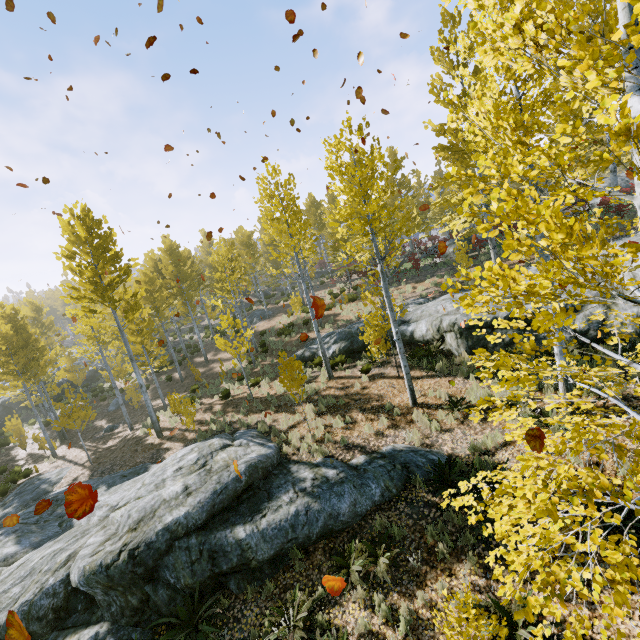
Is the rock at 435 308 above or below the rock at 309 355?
Answer: above

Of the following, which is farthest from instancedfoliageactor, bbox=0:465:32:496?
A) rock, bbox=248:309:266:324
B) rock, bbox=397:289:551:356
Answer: rock, bbox=248:309:266:324

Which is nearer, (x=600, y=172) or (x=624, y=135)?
(x=624, y=135)

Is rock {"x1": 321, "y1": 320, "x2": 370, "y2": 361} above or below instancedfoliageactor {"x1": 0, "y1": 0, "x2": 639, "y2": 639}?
below

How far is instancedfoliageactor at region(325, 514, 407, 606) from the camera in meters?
6.0

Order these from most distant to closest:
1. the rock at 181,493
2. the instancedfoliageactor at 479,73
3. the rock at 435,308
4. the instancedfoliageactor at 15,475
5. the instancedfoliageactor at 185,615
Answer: the instancedfoliageactor at 15,475 < the rock at 435,308 < the rock at 181,493 < the instancedfoliageactor at 185,615 < the instancedfoliageactor at 479,73

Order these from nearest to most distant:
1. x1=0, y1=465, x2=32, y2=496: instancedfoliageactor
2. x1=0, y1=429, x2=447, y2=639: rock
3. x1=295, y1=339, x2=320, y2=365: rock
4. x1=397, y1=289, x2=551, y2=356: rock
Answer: x1=0, y1=429, x2=447, y2=639: rock → x1=397, y1=289, x2=551, y2=356: rock → x1=0, y1=465, x2=32, y2=496: instancedfoliageactor → x1=295, y1=339, x2=320, y2=365: rock

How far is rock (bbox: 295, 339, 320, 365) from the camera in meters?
17.0
